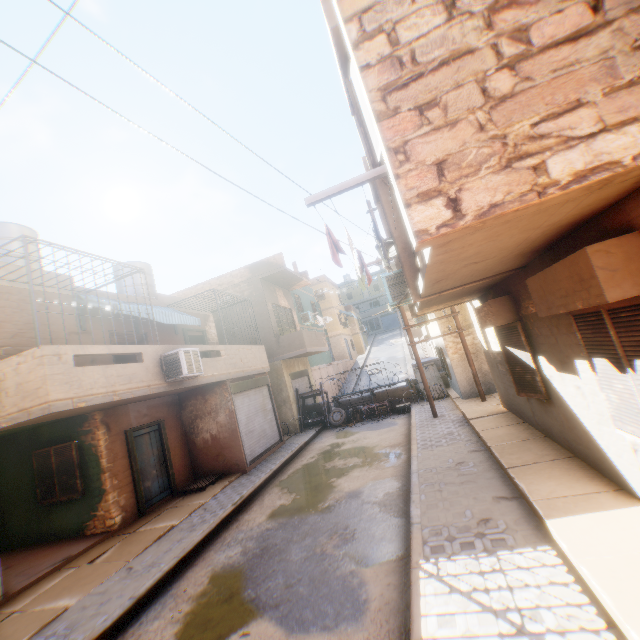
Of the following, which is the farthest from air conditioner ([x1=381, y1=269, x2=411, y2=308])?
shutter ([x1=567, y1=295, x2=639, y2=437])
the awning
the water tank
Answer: the water tank

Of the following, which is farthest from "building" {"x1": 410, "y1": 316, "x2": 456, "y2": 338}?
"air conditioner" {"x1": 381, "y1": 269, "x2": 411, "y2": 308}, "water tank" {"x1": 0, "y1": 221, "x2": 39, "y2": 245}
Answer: "water tank" {"x1": 0, "y1": 221, "x2": 39, "y2": 245}

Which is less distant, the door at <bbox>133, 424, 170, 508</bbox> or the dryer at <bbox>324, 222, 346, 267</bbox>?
the dryer at <bbox>324, 222, 346, 267</bbox>

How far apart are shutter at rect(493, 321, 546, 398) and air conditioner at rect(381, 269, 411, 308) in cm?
180

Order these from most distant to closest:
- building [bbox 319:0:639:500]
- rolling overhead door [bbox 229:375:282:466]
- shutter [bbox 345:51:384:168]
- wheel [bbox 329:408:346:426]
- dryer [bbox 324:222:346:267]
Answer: wheel [bbox 329:408:346:426] < rolling overhead door [bbox 229:375:282:466] < dryer [bbox 324:222:346:267] < shutter [bbox 345:51:384:168] < building [bbox 319:0:639:500]

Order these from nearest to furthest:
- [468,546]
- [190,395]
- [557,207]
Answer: [557,207] → [468,546] → [190,395]

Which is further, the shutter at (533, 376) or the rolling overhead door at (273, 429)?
the rolling overhead door at (273, 429)

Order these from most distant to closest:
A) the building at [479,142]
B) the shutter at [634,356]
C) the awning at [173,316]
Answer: the awning at [173,316] → the shutter at [634,356] → the building at [479,142]
